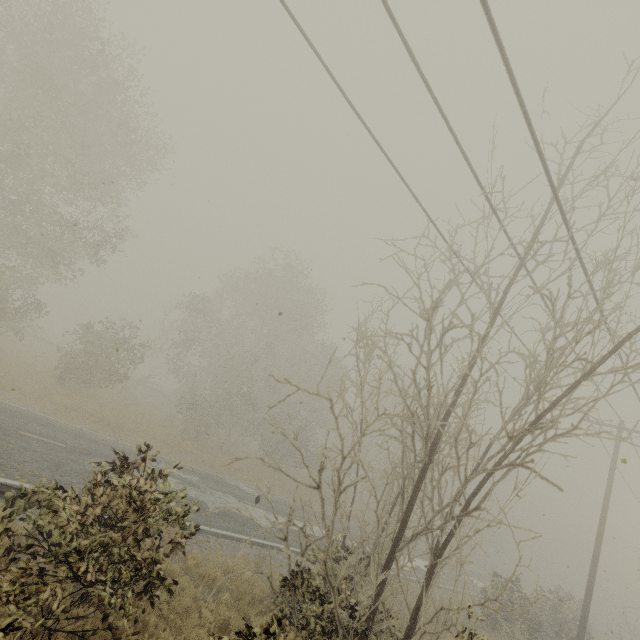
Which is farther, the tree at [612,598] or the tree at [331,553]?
the tree at [612,598]

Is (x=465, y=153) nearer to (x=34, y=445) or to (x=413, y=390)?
(x=413, y=390)

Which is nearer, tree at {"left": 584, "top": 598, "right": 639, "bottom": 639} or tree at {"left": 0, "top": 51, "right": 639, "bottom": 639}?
tree at {"left": 0, "top": 51, "right": 639, "bottom": 639}
